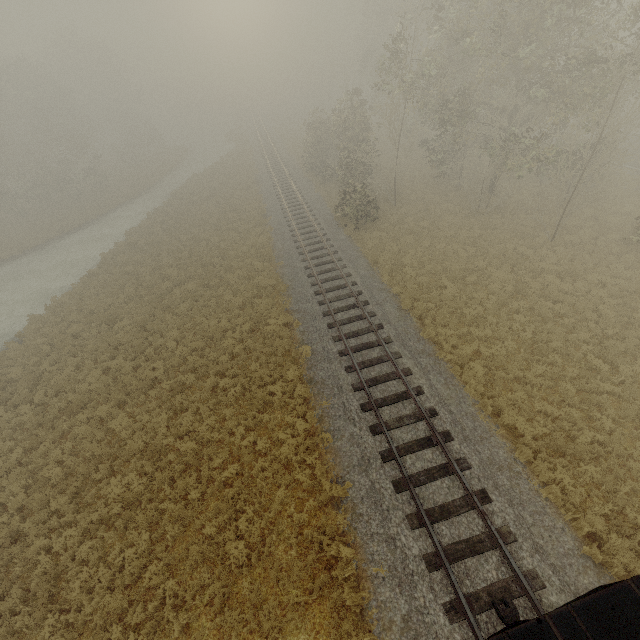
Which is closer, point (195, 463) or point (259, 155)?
point (195, 463)
